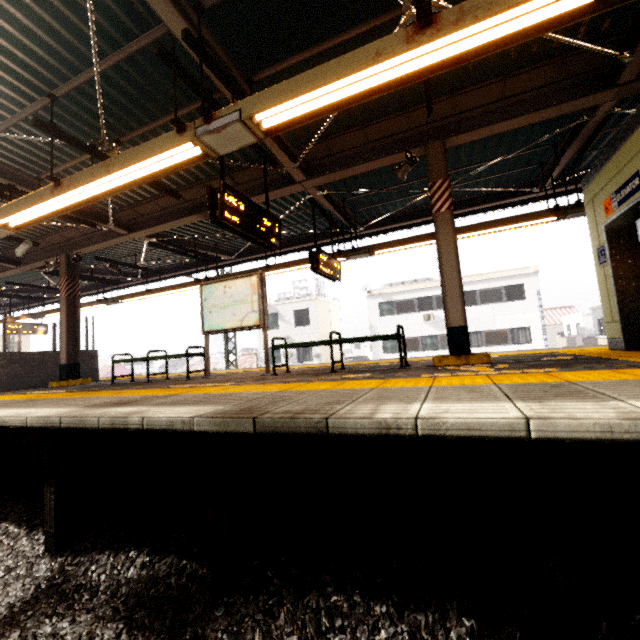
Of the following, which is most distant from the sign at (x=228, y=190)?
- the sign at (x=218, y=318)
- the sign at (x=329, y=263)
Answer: the sign at (x=329, y=263)

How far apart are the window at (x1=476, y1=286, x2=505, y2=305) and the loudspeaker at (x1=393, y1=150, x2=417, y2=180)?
20.03m

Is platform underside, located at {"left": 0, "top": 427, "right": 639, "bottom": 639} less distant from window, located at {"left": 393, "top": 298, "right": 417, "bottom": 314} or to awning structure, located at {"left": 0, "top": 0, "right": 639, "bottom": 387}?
awning structure, located at {"left": 0, "top": 0, "right": 639, "bottom": 387}

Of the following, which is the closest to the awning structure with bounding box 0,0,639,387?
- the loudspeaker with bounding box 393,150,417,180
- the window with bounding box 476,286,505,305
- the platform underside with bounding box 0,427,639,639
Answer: the loudspeaker with bounding box 393,150,417,180

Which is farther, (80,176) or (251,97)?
(80,176)

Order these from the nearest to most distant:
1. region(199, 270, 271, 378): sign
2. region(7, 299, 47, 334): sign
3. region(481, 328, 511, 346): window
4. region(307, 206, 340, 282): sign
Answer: region(199, 270, 271, 378): sign → region(307, 206, 340, 282): sign → region(7, 299, 47, 334): sign → region(481, 328, 511, 346): window

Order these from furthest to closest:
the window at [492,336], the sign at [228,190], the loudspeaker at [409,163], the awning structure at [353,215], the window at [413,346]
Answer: the window at [413,346]
the window at [492,336]
the loudspeaker at [409,163]
the sign at [228,190]
the awning structure at [353,215]

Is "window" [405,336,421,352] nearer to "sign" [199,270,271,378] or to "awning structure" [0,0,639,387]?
"awning structure" [0,0,639,387]
